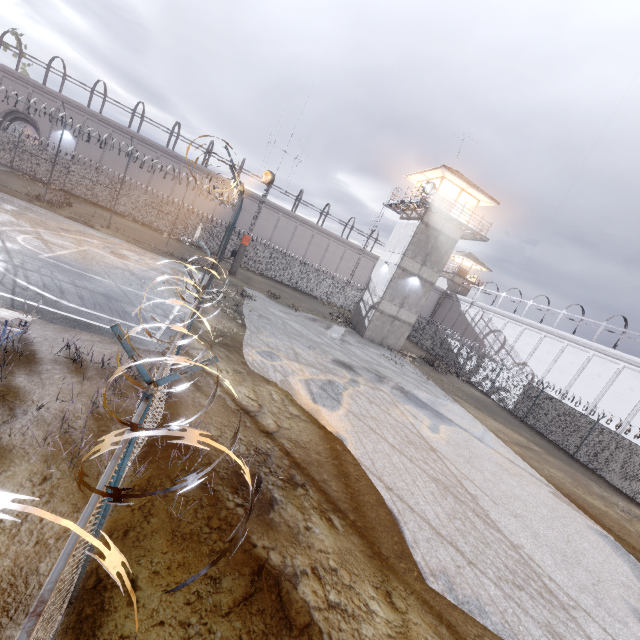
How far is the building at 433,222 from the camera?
26.6m

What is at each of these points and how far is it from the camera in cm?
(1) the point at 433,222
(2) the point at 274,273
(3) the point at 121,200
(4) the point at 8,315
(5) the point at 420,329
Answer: (1) building, 2623
(2) fence, 3678
(3) fence, 3125
(4) bleachers, 705
(5) fence, 3972

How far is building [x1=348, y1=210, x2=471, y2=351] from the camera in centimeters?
2658cm

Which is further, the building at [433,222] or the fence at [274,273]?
the fence at [274,273]

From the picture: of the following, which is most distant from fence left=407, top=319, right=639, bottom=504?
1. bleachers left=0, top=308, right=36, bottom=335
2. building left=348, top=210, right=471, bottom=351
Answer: building left=348, top=210, right=471, bottom=351

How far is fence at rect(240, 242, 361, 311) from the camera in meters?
35.8

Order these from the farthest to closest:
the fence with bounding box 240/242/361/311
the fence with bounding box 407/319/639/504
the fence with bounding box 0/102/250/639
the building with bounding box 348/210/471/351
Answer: the fence with bounding box 240/242/361/311
the building with bounding box 348/210/471/351
the fence with bounding box 407/319/639/504
the fence with bounding box 0/102/250/639

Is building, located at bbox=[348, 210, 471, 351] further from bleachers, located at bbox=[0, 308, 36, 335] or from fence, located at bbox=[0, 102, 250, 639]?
bleachers, located at bbox=[0, 308, 36, 335]
